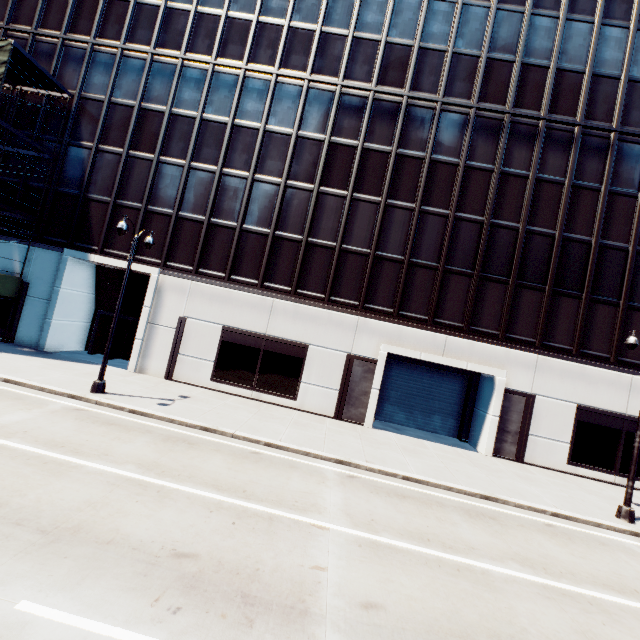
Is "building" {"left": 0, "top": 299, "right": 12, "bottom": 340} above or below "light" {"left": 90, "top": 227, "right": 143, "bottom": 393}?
above

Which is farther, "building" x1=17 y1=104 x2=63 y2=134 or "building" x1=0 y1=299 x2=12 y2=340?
"building" x1=17 y1=104 x2=63 y2=134

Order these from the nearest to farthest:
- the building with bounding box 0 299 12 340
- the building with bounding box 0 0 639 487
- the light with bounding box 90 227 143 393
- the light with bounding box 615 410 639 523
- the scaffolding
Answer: the light with bounding box 615 410 639 523 < the light with bounding box 90 227 143 393 < the scaffolding < the building with bounding box 0 0 639 487 < the building with bounding box 0 299 12 340

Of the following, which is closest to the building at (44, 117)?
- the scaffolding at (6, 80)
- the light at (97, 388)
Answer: the scaffolding at (6, 80)

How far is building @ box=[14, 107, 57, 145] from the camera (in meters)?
19.98

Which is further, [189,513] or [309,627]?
[189,513]
